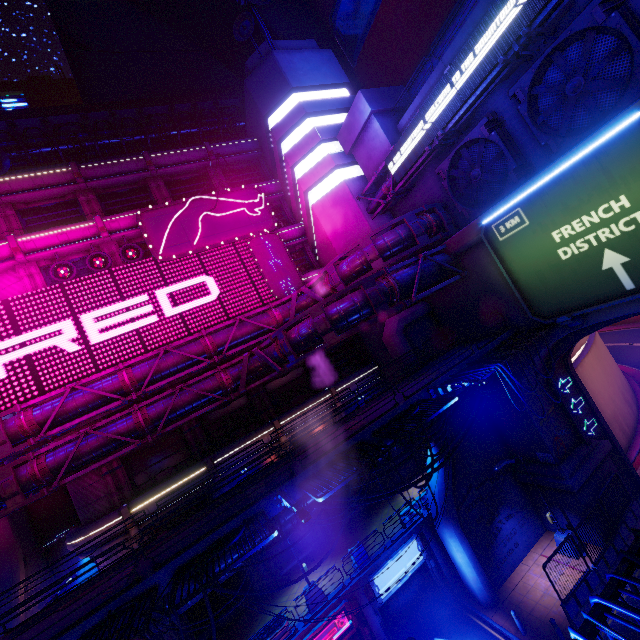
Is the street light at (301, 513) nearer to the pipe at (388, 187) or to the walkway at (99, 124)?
the pipe at (388, 187)

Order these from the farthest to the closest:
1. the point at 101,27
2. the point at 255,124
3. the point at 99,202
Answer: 1. the point at 101,27
2. the point at 255,124
3. the point at 99,202

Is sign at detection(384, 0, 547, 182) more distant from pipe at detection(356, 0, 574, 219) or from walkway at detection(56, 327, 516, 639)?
walkway at detection(56, 327, 516, 639)

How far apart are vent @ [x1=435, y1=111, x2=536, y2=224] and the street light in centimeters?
1754cm

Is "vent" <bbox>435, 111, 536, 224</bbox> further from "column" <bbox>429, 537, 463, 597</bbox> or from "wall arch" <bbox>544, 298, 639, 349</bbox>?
"column" <bbox>429, 537, 463, 597</bbox>

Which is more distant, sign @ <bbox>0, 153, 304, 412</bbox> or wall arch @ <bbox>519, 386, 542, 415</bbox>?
sign @ <bbox>0, 153, 304, 412</bbox>

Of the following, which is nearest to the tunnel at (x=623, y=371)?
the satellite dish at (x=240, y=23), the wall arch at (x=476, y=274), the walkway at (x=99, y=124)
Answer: the wall arch at (x=476, y=274)

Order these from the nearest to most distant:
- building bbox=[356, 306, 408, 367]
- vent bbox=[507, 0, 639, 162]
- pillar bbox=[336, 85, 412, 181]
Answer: vent bbox=[507, 0, 639, 162] → pillar bbox=[336, 85, 412, 181] → building bbox=[356, 306, 408, 367]
